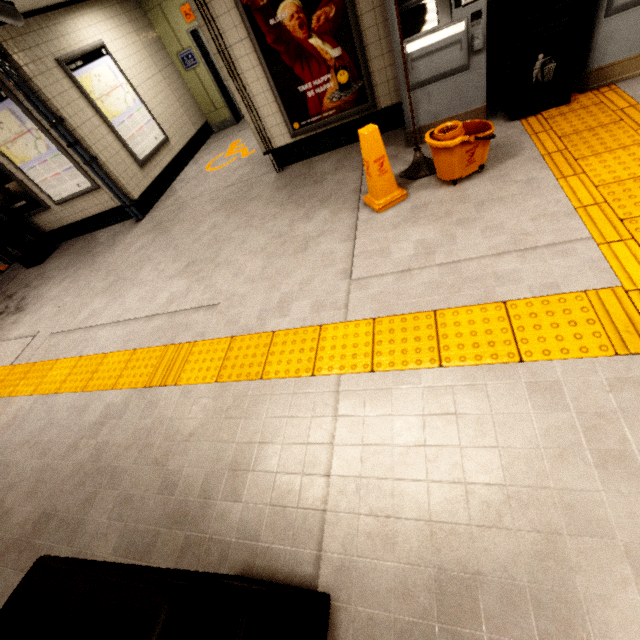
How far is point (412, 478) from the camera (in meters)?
1.76

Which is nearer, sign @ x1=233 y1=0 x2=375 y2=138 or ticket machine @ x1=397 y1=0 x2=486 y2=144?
ticket machine @ x1=397 y1=0 x2=486 y2=144

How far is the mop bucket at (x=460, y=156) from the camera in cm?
293

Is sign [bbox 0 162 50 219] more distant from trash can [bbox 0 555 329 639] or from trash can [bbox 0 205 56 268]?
trash can [bbox 0 555 329 639]

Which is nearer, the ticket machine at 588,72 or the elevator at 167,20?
the ticket machine at 588,72

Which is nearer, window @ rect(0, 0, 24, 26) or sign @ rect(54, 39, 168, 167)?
window @ rect(0, 0, 24, 26)

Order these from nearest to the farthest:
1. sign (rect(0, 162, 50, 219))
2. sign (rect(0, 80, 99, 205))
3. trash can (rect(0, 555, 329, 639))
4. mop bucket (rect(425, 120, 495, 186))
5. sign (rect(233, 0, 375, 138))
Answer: trash can (rect(0, 555, 329, 639)) < mop bucket (rect(425, 120, 495, 186)) < sign (rect(233, 0, 375, 138)) < sign (rect(0, 80, 99, 205)) < sign (rect(0, 162, 50, 219))

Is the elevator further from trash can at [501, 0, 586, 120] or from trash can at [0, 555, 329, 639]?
trash can at [0, 555, 329, 639]
